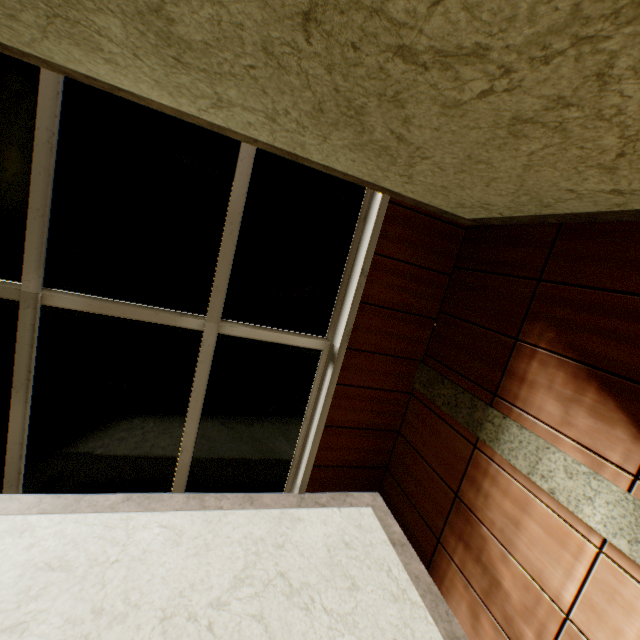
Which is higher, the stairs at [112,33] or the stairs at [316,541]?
the stairs at [112,33]

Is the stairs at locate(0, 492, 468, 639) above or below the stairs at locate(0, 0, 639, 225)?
below

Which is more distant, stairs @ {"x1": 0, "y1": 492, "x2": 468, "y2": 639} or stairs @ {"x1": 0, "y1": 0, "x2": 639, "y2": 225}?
Answer: stairs @ {"x1": 0, "y1": 492, "x2": 468, "y2": 639}

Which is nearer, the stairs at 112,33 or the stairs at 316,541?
the stairs at 112,33

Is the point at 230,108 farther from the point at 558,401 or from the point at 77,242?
the point at 558,401
